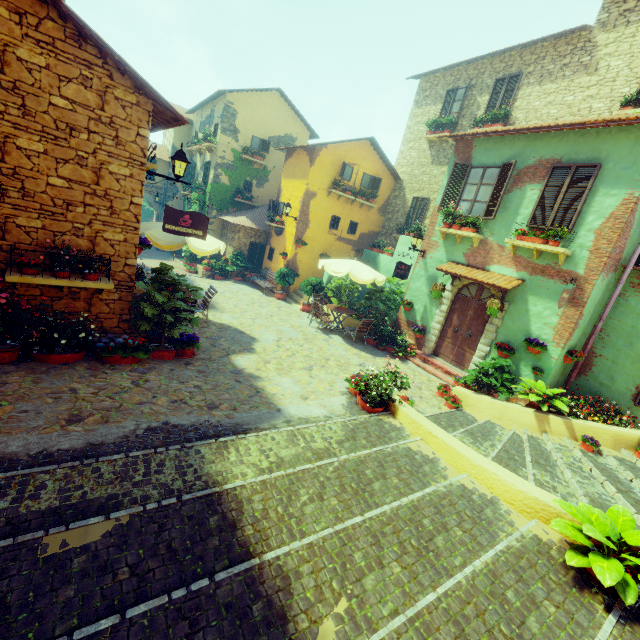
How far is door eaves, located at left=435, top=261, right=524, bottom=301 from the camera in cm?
895

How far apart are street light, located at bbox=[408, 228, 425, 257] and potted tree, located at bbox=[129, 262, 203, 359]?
7.6 meters

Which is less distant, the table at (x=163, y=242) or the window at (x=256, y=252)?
the table at (x=163, y=242)

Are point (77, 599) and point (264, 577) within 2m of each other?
yes

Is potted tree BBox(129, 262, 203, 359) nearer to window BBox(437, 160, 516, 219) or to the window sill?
the window sill

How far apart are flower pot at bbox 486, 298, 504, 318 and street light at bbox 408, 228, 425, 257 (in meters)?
3.26

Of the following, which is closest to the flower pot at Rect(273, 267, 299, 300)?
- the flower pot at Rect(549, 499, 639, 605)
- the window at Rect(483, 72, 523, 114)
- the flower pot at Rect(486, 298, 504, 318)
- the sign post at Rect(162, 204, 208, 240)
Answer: the sign post at Rect(162, 204, 208, 240)

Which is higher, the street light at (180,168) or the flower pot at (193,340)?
the street light at (180,168)
